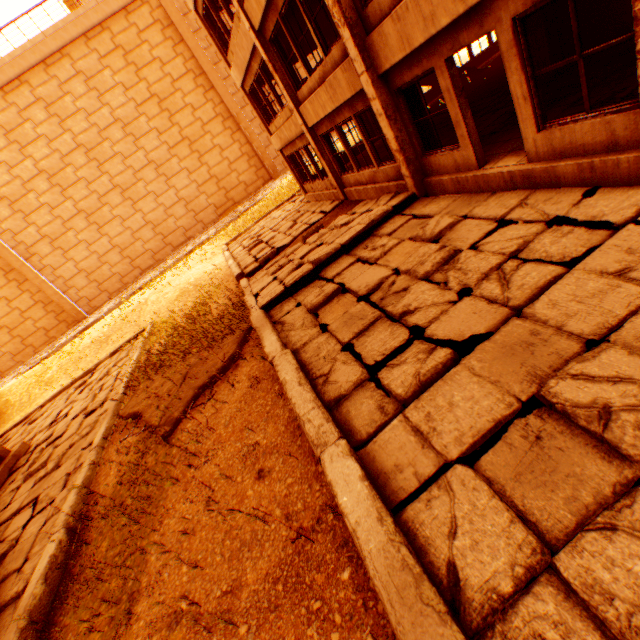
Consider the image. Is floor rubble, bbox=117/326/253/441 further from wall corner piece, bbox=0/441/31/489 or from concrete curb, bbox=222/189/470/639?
wall corner piece, bbox=0/441/31/489

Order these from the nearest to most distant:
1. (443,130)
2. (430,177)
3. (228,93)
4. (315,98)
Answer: (430,177)
(315,98)
(443,130)
(228,93)

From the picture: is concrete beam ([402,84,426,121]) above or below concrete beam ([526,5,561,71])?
above

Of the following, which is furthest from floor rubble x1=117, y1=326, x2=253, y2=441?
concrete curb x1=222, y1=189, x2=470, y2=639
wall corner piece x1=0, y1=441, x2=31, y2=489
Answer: wall corner piece x1=0, y1=441, x2=31, y2=489

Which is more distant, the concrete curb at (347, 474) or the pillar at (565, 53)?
the pillar at (565, 53)

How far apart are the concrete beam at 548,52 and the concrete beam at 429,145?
2.9m

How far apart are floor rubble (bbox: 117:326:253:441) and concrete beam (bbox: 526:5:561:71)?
9.7m

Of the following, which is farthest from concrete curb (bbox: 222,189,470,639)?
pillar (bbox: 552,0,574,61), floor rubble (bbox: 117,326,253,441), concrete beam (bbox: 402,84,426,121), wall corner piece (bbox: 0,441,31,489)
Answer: pillar (bbox: 552,0,574,61)
